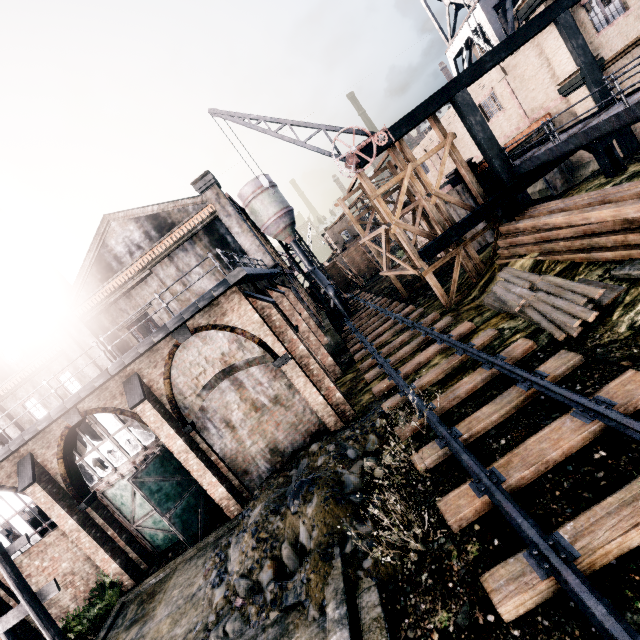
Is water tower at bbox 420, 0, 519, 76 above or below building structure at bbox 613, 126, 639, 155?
above

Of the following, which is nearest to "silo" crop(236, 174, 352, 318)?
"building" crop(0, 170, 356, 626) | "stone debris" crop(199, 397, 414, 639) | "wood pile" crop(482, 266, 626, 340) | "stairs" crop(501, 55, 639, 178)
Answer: "building" crop(0, 170, 356, 626)

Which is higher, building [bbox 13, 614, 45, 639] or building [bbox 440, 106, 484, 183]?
building [bbox 440, 106, 484, 183]

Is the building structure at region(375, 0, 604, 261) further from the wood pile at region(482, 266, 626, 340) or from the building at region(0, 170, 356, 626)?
the building at region(0, 170, 356, 626)

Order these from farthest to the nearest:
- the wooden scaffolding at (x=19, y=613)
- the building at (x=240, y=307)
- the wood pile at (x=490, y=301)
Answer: the building at (x=240, y=307) < the wooden scaffolding at (x=19, y=613) < the wood pile at (x=490, y=301)

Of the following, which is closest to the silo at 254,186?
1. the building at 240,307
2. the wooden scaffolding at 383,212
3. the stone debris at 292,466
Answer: the building at 240,307

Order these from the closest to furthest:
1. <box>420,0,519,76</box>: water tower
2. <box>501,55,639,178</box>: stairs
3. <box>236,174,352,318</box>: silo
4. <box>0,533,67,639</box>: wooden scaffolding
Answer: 1. <box>501,55,639,178</box>: stairs
2. <box>0,533,67,639</box>: wooden scaffolding
3. <box>420,0,519,76</box>: water tower
4. <box>236,174,352,318</box>: silo

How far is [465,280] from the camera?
19.91m
